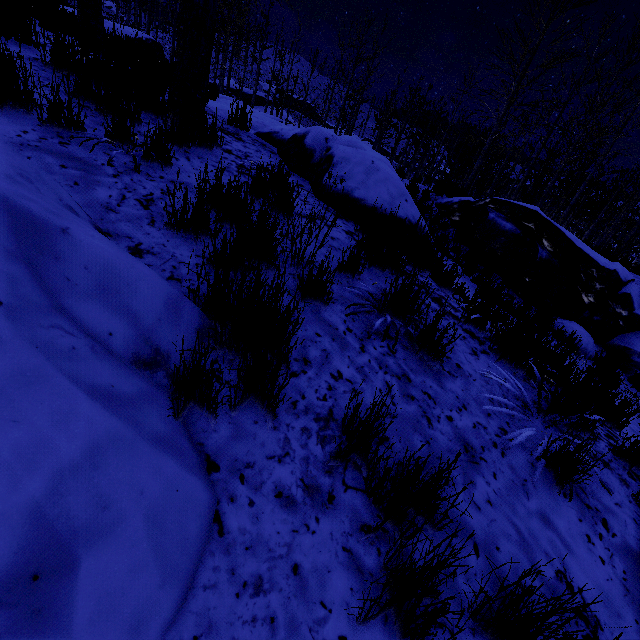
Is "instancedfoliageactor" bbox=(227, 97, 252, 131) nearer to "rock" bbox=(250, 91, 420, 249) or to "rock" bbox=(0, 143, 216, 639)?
"rock" bbox=(250, 91, 420, 249)

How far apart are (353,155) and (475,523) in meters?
4.0 m

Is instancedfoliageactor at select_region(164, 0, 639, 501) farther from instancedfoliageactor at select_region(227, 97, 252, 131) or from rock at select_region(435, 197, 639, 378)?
instancedfoliageactor at select_region(227, 97, 252, 131)

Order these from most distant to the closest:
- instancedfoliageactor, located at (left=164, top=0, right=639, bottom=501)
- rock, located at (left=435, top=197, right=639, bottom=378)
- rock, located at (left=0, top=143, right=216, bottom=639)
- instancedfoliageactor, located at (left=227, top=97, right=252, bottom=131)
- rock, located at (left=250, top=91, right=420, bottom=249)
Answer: rock, located at (left=435, top=197, right=639, bottom=378) → instancedfoliageactor, located at (left=227, top=97, right=252, bottom=131) → rock, located at (left=250, top=91, right=420, bottom=249) → instancedfoliageactor, located at (left=164, top=0, right=639, bottom=501) → rock, located at (left=0, top=143, right=216, bottom=639)

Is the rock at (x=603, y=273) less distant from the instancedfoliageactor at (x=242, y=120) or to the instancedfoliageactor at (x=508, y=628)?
the instancedfoliageactor at (x=508, y=628)

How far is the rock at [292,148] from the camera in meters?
3.9 m

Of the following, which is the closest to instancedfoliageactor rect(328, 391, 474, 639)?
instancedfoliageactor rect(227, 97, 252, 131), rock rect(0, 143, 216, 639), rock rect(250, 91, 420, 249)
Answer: rock rect(0, 143, 216, 639)

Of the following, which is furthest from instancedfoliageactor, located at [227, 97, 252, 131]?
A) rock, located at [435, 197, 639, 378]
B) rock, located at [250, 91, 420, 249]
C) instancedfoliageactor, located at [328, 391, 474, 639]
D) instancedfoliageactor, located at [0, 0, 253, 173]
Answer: rock, located at [435, 197, 639, 378]
